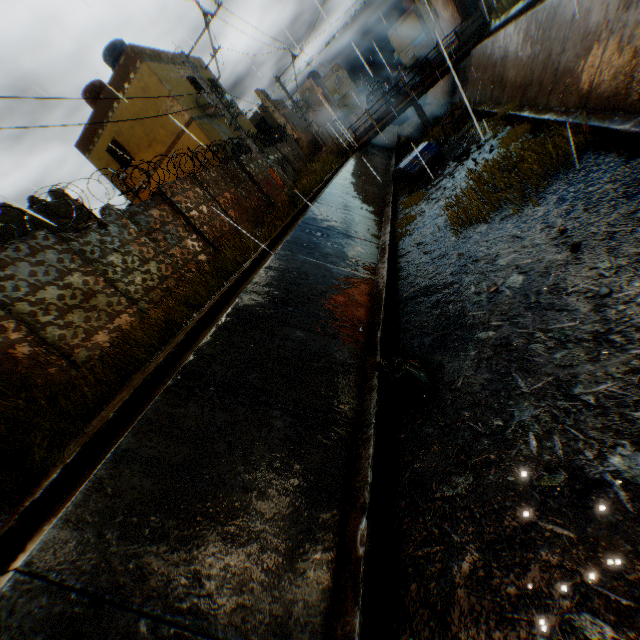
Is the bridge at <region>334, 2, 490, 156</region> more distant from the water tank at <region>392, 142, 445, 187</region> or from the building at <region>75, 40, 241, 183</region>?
the water tank at <region>392, 142, 445, 187</region>

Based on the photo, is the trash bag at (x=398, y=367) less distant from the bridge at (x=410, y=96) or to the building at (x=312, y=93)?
the building at (x=312, y=93)

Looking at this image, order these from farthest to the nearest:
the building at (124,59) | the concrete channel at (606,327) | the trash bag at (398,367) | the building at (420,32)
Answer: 1. the building at (420,32)
2. the building at (124,59)
3. the trash bag at (398,367)
4. the concrete channel at (606,327)

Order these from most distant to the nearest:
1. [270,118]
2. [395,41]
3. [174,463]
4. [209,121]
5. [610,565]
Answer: [395,41] < [270,118] < [209,121] < [174,463] < [610,565]

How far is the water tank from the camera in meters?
13.7

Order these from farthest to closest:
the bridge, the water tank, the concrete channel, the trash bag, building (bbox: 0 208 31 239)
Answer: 1. the bridge
2. the water tank
3. building (bbox: 0 208 31 239)
4. the trash bag
5. the concrete channel

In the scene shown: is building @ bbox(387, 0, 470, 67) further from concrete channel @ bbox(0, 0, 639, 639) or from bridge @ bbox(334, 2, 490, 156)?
bridge @ bbox(334, 2, 490, 156)
